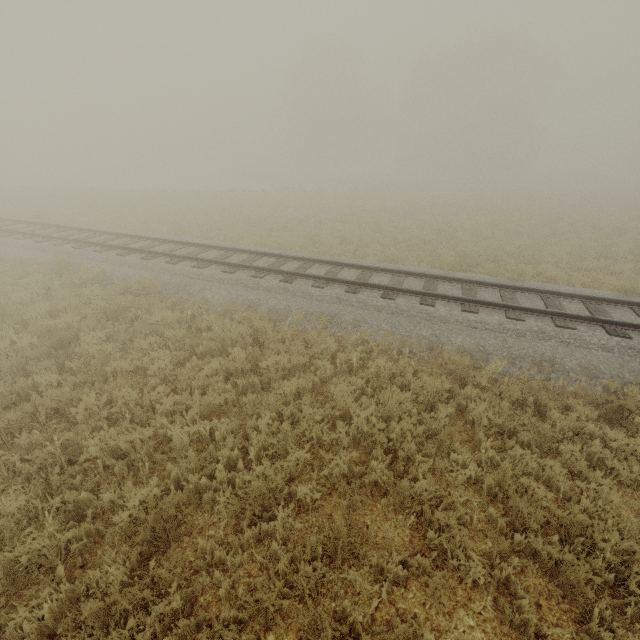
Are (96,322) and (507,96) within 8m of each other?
no
